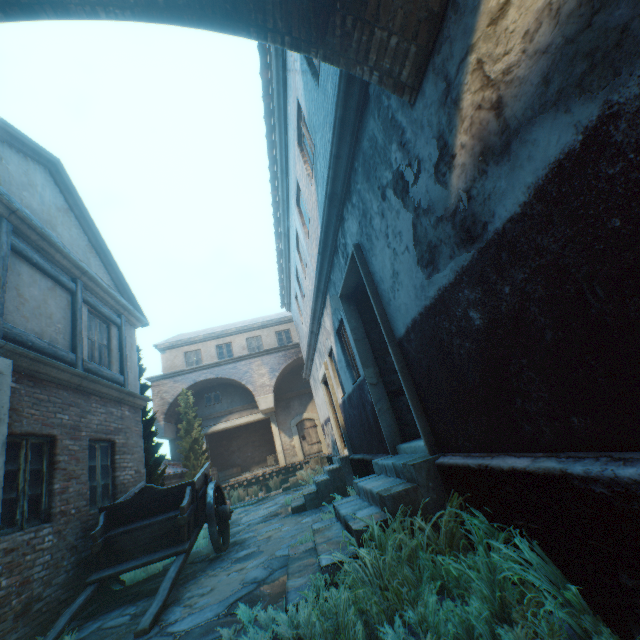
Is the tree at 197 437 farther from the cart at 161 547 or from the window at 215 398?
the window at 215 398

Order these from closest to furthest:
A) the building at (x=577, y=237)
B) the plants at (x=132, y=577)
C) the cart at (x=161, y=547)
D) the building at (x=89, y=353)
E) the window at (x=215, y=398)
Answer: the building at (x=577, y=237), the cart at (x=161, y=547), the plants at (x=132, y=577), the building at (x=89, y=353), the window at (x=215, y=398)

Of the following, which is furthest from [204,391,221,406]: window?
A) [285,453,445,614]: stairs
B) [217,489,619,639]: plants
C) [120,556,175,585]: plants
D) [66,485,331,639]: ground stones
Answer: [217,489,619,639]: plants

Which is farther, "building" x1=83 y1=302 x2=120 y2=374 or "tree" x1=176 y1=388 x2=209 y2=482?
"tree" x1=176 y1=388 x2=209 y2=482

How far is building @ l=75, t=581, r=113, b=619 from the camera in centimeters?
531cm

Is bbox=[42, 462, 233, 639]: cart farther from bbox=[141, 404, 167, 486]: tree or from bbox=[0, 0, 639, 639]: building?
bbox=[141, 404, 167, 486]: tree

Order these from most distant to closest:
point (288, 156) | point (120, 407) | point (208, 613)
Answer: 1. point (288, 156)
2. point (120, 407)
3. point (208, 613)

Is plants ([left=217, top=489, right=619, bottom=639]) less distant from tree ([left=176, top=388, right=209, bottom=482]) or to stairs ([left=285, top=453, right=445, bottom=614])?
stairs ([left=285, top=453, right=445, bottom=614])
